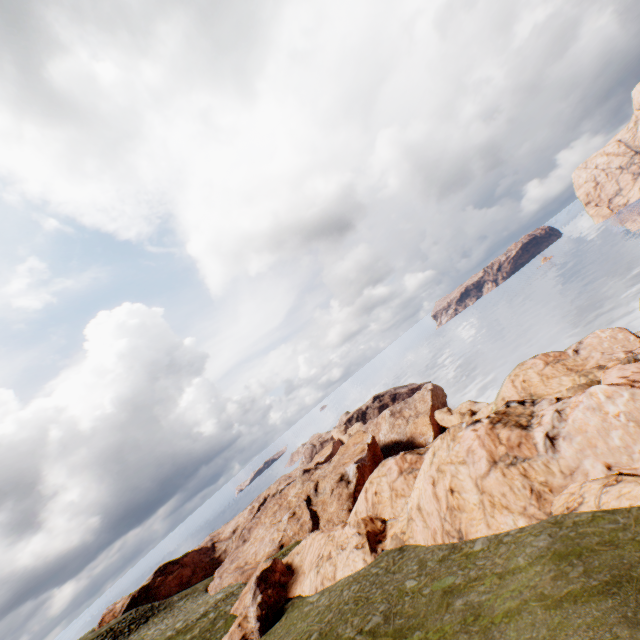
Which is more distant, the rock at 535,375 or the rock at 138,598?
the rock at 138,598

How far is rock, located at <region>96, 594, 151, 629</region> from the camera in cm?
5797

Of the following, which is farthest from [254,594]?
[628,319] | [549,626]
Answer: [628,319]

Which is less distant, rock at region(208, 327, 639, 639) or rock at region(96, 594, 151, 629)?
rock at region(208, 327, 639, 639)

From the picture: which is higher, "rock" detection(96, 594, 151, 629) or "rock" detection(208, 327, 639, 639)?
"rock" detection(96, 594, 151, 629)

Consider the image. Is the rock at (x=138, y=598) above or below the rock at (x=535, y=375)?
above
